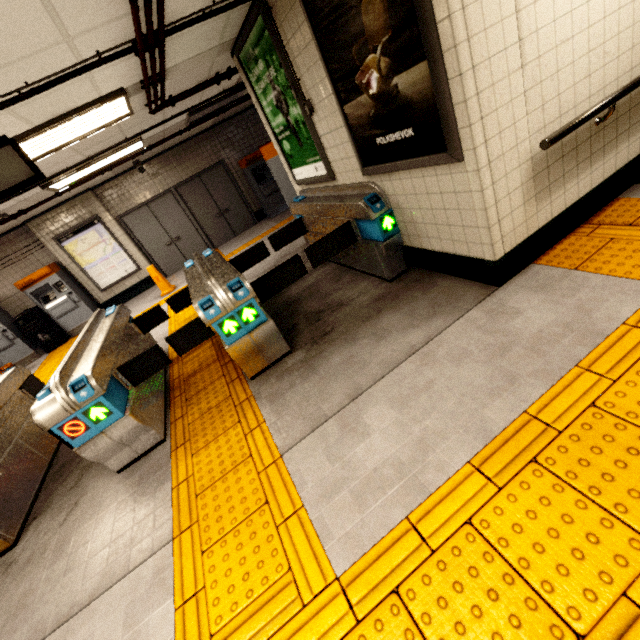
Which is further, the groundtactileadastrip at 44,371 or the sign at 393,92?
the groundtactileadastrip at 44,371

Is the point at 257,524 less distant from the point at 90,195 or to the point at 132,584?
the point at 132,584

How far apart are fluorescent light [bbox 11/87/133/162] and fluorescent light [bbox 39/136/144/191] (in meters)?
1.98

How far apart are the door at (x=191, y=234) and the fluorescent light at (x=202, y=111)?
2.8 meters

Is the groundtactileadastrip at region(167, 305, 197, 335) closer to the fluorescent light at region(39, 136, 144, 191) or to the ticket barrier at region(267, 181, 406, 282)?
the ticket barrier at region(267, 181, 406, 282)

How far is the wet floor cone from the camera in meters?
8.0

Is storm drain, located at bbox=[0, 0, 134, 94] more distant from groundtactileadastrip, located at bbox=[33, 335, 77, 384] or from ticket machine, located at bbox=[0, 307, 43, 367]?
groundtactileadastrip, located at bbox=[33, 335, 77, 384]

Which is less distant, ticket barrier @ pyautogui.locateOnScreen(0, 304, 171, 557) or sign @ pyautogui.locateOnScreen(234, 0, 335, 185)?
ticket barrier @ pyautogui.locateOnScreen(0, 304, 171, 557)
